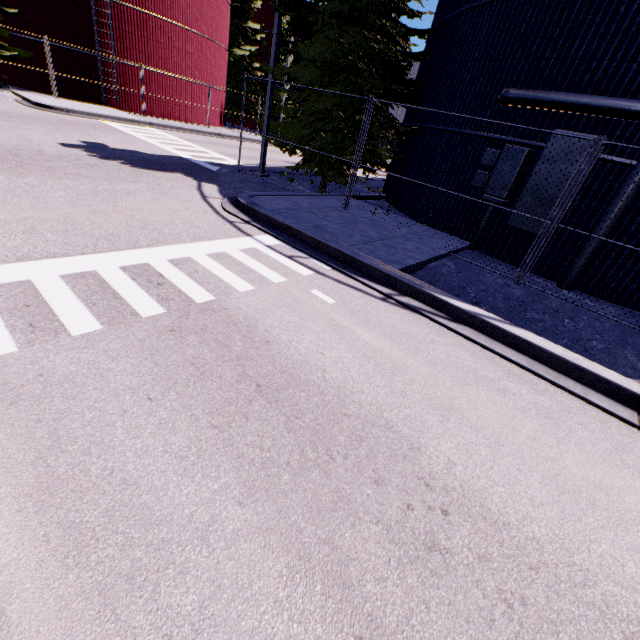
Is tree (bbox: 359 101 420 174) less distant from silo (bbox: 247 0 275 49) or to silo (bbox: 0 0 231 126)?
silo (bbox: 0 0 231 126)

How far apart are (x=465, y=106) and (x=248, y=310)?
9.8 meters

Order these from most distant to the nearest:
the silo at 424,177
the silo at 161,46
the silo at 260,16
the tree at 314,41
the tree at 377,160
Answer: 1. the silo at 260,16
2. the silo at 161,46
3. the tree at 377,160
4. the tree at 314,41
5. the silo at 424,177

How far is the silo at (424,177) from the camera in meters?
7.8 m

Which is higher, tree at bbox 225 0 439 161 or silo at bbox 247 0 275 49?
silo at bbox 247 0 275 49

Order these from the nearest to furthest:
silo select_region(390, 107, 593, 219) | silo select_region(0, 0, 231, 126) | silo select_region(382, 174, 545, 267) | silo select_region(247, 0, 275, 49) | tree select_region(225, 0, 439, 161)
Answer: silo select_region(390, 107, 593, 219)
silo select_region(382, 174, 545, 267)
tree select_region(225, 0, 439, 161)
silo select_region(0, 0, 231, 126)
silo select_region(247, 0, 275, 49)
